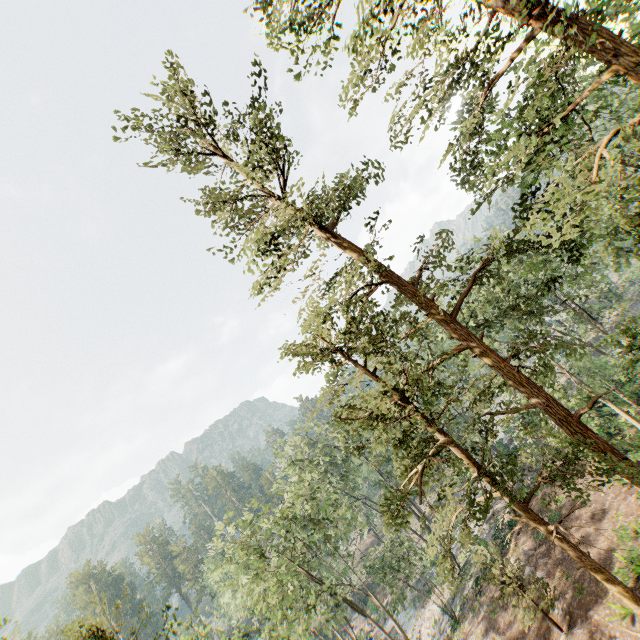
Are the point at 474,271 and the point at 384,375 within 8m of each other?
yes

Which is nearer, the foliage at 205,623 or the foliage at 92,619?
the foliage at 92,619

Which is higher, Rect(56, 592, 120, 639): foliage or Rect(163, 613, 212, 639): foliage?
Rect(56, 592, 120, 639): foliage

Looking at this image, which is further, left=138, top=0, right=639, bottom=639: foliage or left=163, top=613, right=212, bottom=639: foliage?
left=163, top=613, right=212, bottom=639: foliage

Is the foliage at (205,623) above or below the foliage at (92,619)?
below
